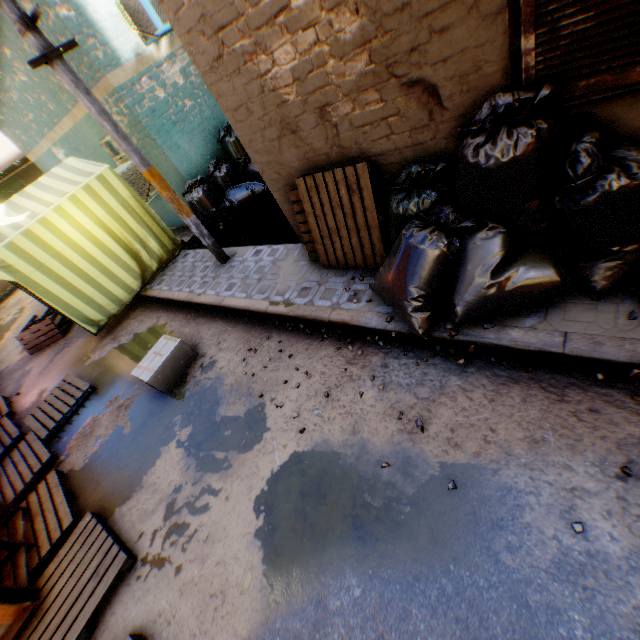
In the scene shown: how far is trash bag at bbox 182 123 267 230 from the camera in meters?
7.0 m

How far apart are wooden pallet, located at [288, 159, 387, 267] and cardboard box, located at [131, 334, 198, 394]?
2.23m

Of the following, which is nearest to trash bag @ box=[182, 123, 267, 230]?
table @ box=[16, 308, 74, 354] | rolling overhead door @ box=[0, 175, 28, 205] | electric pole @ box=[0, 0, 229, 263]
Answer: electric pole @ box=[0, 0, 229, 263]

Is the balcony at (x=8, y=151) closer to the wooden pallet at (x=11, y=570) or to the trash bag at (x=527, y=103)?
the wooden pallet at (x=11, y=570)

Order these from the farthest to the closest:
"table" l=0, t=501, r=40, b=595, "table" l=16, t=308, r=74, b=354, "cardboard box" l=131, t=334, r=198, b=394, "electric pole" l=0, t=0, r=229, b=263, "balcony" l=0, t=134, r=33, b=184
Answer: "balcony" l=0, t=134, r=33, b=184 < "table" l=16, t=308, r=74, b=354 < "cardboard box" l=131, t=334, r=198, b=394 < "electric pole" l=0, t=0, r=229, b=263 < "table" l=0, t=501, r=40, b=595

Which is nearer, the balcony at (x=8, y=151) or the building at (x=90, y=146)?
the building at (x=90, y=146)

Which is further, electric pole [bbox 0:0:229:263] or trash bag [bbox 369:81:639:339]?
electric pole [bbox 0:0:229:263]

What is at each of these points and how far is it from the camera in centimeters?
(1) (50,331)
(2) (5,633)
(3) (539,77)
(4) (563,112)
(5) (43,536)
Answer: (1) table, 866cm
(2) tent, 289cm
(3) shutter, 223cm
(4) building, 239cm
(5) wooden pallet, 369cm
